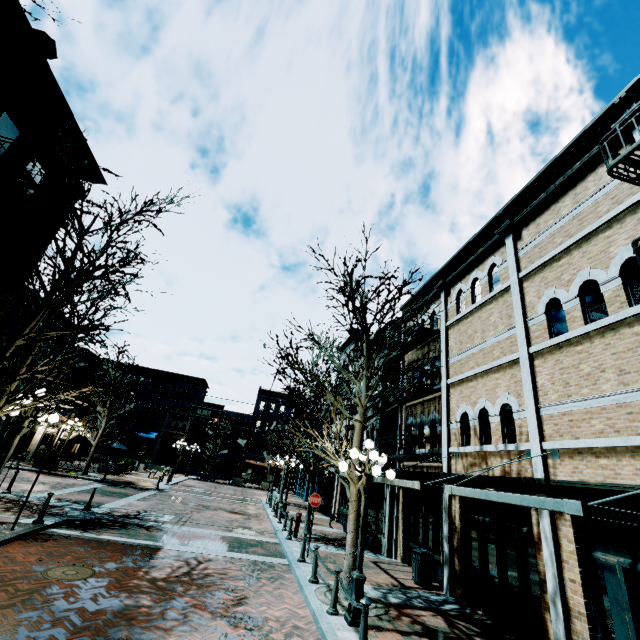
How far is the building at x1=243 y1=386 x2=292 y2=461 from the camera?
48.1 meters

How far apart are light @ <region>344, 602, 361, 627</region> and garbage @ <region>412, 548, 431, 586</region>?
4.4 meters

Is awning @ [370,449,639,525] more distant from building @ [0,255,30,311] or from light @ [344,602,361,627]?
building @ [0,255,30,311]

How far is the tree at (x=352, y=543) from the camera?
8.2m

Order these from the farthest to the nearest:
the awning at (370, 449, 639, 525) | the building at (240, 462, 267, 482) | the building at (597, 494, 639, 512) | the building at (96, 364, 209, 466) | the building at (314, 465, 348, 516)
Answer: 1. the building at (240, 462, 267, 482)
2. the building at (96, 364, 209, 466)
3. the building at (314, 465, 348, 516)
4. the building at (597, 494, 639, 512)
5. the awning at (370, 449, 639, 525)

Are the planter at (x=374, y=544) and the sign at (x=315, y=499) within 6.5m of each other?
yes

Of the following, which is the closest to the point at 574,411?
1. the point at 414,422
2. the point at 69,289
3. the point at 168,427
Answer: the point at 414,422

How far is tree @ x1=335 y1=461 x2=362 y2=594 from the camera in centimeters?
823cm
